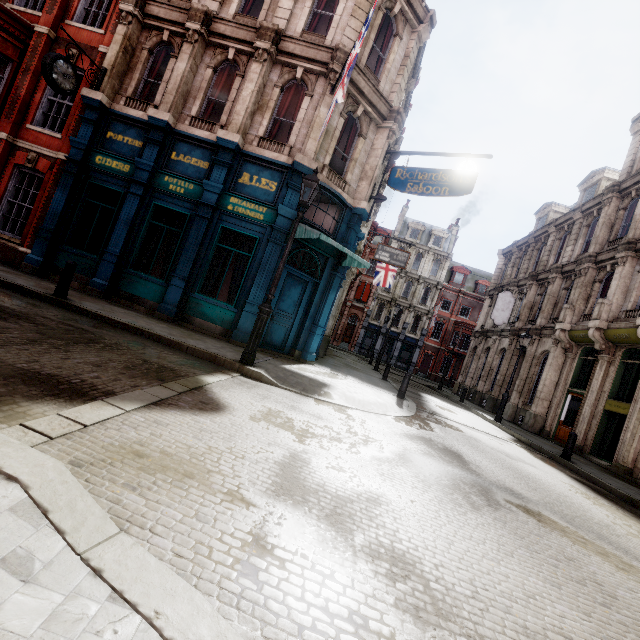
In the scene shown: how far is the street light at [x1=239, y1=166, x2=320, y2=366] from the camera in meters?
7.3 m

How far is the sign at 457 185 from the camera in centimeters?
1059cm

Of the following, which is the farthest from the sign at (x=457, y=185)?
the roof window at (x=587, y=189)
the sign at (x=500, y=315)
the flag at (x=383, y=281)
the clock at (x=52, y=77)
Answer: the roof window at (x=587, y=189)

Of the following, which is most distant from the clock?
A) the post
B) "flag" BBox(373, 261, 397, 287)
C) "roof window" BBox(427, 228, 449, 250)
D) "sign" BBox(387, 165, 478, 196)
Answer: "roof window" BBox(427, 228, 449, 250)

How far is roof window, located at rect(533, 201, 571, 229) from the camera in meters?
24.9

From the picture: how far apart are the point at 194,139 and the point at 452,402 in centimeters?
1885cm

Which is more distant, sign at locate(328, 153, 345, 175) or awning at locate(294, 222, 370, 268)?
sign at locate(328, 153, 345, 175)

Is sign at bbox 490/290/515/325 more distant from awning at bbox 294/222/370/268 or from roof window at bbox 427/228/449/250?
roof window at bbox 427/228/449/250
